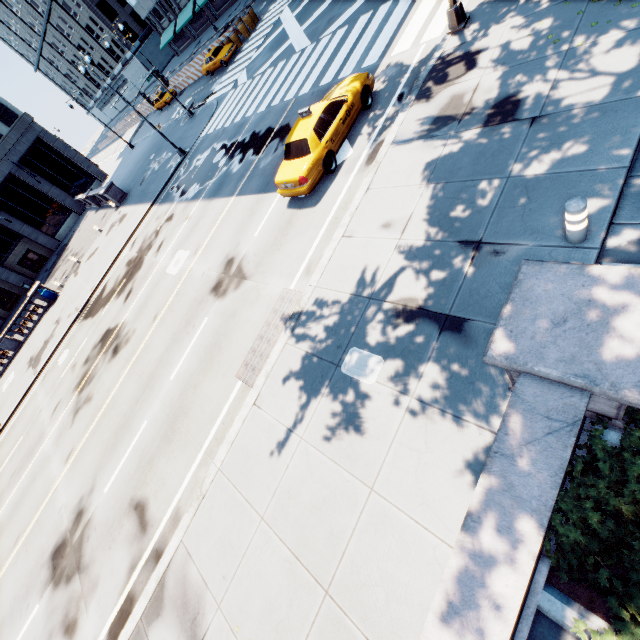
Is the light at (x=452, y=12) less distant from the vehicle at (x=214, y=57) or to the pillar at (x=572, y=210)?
the pillar at (x=572, y=210)

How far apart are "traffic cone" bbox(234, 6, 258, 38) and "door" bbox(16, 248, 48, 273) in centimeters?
3736cm

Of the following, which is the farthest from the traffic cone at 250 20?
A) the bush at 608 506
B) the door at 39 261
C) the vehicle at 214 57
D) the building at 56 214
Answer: the bush at 608 506

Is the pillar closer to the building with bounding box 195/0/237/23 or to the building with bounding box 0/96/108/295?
the building with bounding box 0/96/108/295

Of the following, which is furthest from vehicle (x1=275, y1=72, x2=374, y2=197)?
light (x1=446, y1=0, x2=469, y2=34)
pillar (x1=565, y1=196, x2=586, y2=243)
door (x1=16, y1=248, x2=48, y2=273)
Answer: door (x1=16, y1=248, x2=48, y2=273)

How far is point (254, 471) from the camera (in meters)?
7.21

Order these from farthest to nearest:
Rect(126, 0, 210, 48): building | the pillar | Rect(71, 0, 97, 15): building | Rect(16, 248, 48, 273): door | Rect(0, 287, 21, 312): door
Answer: Rect(71, 0, 97, 15): building
Rect(126, 0, 210, 48): building
Rect(16, 248, 48, 273): door
Rect(0, 287, 21, 312): door
the pillar

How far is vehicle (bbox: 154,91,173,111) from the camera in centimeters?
4069cm
